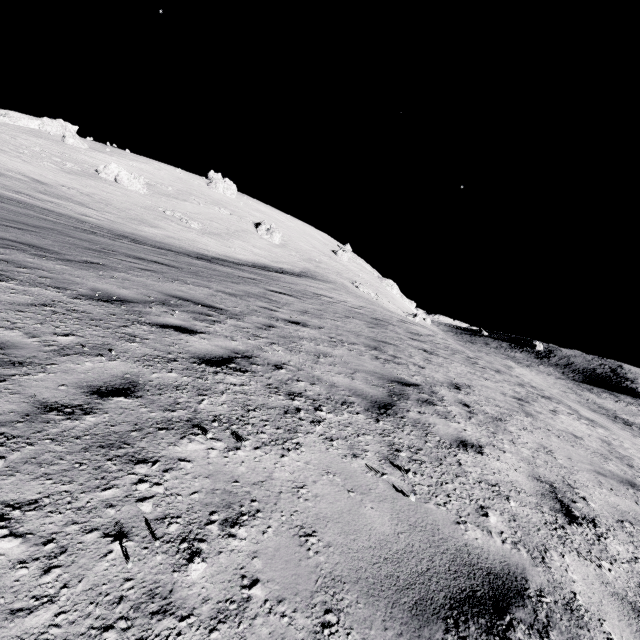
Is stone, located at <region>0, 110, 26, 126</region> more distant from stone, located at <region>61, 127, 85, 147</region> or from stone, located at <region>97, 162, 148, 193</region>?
stone, located at <region>97, 162, 148, 193</region>

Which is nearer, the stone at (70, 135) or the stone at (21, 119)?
the stone at (21, 119)

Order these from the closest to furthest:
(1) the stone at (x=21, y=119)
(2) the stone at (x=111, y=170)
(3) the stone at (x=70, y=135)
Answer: (2) the stone at (x=111, y=170), (1) the stone at (x=21, y=119), (3) the stone at (x=70, y=135)

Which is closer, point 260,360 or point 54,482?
point 54,482

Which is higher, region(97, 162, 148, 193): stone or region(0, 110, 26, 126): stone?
region(0, 110, 26, 126): stone

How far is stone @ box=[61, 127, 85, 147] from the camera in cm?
5812

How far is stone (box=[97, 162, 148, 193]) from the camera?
48.16m

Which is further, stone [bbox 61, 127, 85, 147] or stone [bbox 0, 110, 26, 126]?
stone [bbox 61, 127, 85, 147]
